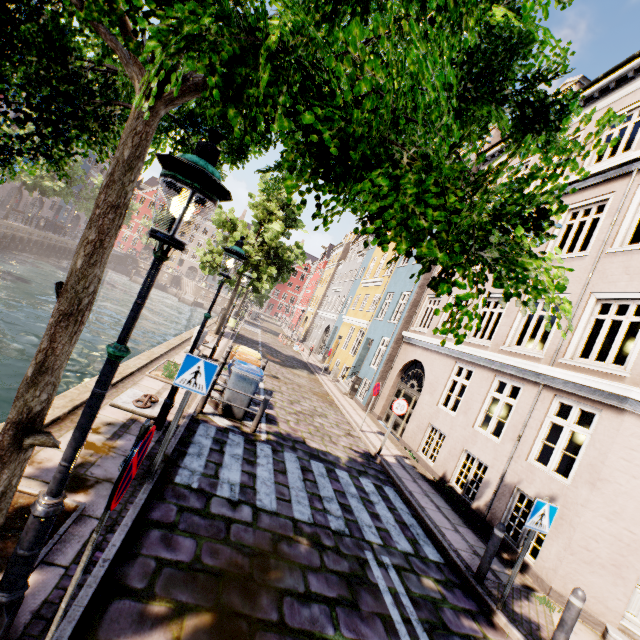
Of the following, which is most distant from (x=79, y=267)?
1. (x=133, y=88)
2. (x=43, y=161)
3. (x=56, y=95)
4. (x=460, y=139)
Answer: (x=43, y=161)

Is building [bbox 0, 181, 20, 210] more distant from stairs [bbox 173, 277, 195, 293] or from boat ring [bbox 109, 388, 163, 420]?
boat ring [bbox 109, 388, 163, 420]

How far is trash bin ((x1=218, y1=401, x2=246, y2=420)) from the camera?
8.3m

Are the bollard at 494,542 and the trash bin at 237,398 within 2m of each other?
no

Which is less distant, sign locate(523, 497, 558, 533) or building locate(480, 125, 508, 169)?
sign locate(523, 497, 558, 533)

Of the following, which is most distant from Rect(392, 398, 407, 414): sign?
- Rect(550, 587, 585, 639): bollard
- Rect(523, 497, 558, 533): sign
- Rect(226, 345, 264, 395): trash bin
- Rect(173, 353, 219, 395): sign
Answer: Rect(173, 353, 219, 395): sign

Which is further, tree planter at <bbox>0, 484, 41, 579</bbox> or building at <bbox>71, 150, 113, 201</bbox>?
building at <bbox>71, 150, 113, 201</bbox>

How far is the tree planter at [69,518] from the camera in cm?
302
